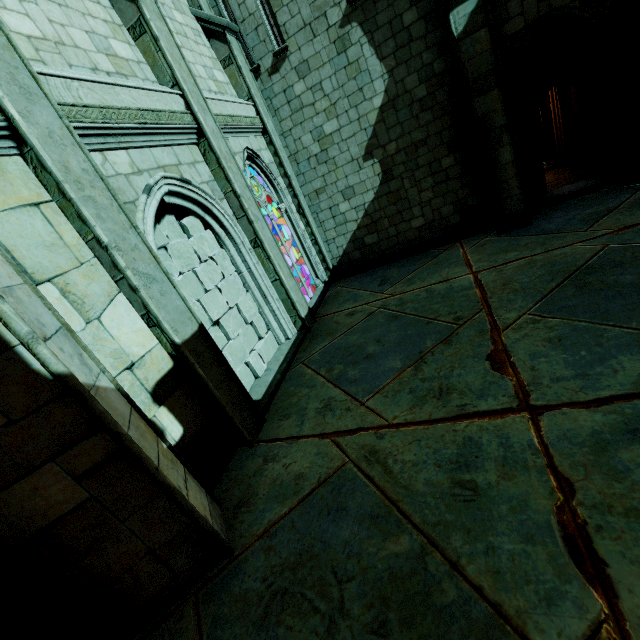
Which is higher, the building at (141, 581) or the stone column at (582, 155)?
the building at (141, 581)

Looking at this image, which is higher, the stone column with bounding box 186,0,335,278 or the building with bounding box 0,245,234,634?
the stone column with bounding box 186,0,335,278

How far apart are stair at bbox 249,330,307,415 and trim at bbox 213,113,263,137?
4.6 meters

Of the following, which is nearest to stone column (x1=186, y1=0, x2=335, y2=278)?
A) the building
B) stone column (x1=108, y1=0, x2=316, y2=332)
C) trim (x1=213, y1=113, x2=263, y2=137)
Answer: trim (x1=213, y1=113, x2=263, y2=137)

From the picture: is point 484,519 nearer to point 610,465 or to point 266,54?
point 610,465

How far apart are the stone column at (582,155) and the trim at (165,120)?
10.6 meters

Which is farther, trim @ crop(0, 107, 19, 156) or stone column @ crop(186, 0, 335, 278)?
stone column @ crop(186, 0, 335, 278)

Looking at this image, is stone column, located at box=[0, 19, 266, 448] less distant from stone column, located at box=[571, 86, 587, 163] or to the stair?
the stair
